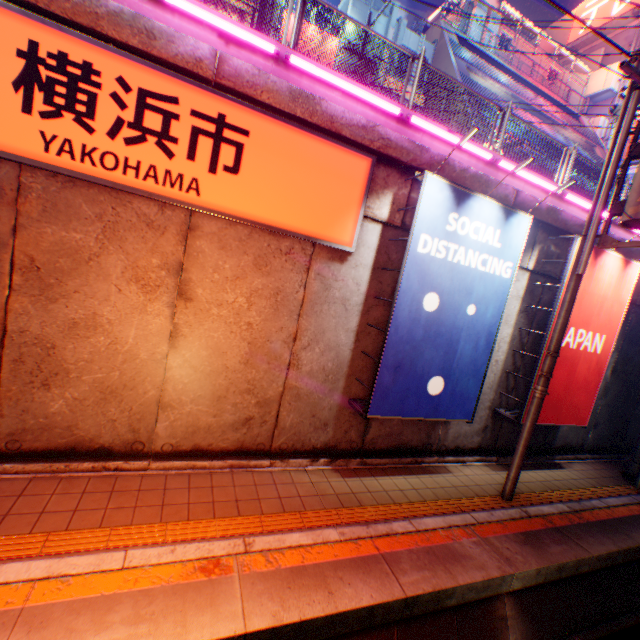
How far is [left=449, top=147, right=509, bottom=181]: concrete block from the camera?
6.6 meters

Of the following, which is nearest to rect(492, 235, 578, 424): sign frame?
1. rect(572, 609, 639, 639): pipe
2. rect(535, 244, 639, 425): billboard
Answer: rect(535, 244, 639, 425): billboard

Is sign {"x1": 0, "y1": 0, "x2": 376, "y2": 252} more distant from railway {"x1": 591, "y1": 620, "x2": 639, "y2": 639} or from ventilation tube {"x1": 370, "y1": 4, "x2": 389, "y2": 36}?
ventilation tube {"x1": 370, "y1": 4, "x2": 389, "y2": 36}

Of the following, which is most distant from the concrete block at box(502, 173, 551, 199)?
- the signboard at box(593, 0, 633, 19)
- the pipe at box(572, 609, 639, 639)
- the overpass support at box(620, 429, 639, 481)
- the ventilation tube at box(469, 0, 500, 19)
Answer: the signboard at box(593, 0, 633, 19)

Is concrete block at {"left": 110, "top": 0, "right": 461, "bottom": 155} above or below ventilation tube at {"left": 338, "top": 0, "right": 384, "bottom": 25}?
below

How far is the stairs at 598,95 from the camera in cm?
2891

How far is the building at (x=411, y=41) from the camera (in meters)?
18.29

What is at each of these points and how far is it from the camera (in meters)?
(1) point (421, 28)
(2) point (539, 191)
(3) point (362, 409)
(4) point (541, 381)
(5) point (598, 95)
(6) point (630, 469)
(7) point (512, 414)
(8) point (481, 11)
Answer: (1) ventilation tube, 23.16
(2) concrete block, 7.63
(3) sign frame, 5.96
(4) electric pole, 6.28
(5) stairs, 30.89
(6) overpass support, 9.04
(7) sign frame, 7.82
(8) ventilation tube, 23.67
